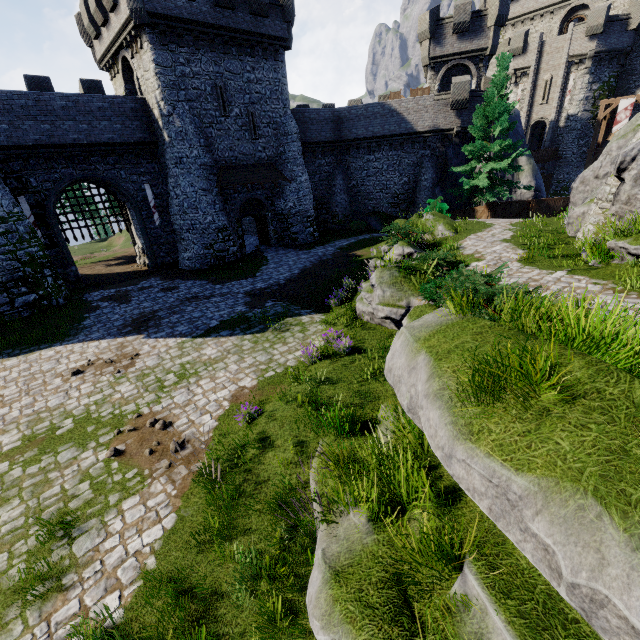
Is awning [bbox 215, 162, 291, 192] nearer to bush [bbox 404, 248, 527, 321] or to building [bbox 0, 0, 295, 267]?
building [bbox 0, 0, 295, 267]

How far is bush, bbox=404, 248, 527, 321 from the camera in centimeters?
654cm

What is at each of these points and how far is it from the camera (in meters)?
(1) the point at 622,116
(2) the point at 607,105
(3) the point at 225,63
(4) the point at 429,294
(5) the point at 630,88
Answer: (1) flag, 30.95
(2) walkway, 32.50
(3) building, 21.27
(4) bush, 8.59
(5) building tower, 33.66

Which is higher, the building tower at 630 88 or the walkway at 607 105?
the building tower at 630 88

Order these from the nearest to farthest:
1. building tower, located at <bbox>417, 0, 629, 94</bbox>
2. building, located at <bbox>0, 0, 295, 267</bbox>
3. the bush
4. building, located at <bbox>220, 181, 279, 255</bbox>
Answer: the bush < building, located at <bbox>0, 0, 295, 267</bbox> < building, located at <bbox>220, 181, 279, 255</bbox> < building tower, located at <bbox>417, 0, 629, 94</bbox>

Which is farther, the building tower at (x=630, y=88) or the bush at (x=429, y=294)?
the building tower at (x=630, y=88)

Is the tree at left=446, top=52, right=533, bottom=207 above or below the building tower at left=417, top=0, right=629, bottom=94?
below

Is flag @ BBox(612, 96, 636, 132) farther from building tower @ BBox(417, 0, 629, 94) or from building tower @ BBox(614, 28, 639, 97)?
building tower @ BBox(417, 0, 629, 94)
